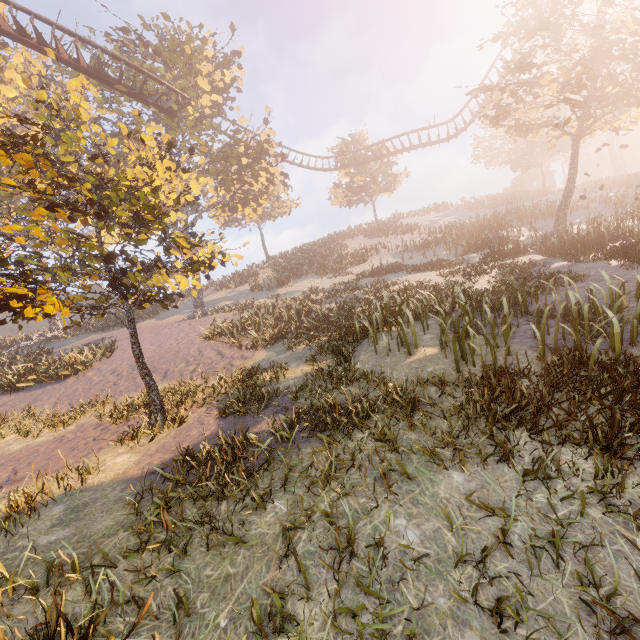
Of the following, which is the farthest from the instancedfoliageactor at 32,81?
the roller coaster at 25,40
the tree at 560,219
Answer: the tree at 560,219

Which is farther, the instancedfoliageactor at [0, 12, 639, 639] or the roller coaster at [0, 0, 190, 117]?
the roller coaster at [0, 0, 190, 117]

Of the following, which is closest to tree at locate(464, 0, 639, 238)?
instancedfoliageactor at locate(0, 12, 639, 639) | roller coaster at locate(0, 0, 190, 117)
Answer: roller coaster at locate(0, 0, 190, 117)

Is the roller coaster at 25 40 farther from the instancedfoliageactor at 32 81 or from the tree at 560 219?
the tree at 560 219

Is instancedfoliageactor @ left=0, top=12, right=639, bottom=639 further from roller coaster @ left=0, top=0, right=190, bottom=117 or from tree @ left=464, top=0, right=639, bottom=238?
tree @ left=464, top=0, right=639, bottom=238

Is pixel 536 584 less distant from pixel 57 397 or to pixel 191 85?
pixel 57 397

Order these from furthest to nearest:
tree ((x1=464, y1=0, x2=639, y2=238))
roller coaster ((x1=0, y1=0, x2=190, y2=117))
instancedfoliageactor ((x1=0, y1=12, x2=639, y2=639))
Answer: roller coaster ((x1=0, y1=0, x2=190, y2=117)), tree ((x1=464, y1=0, x2=639, y2=238)), instancedfoliageactor ((x1=0, y1=12, x2=639, y2=639))
